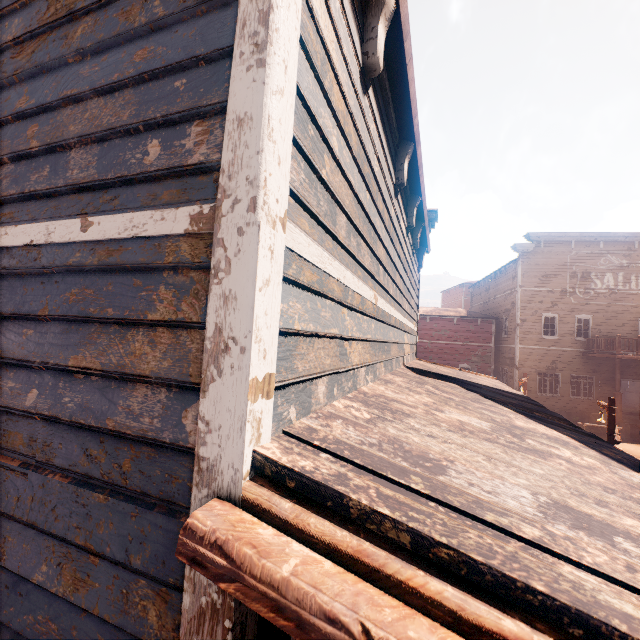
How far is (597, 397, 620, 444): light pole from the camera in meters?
10.0 m

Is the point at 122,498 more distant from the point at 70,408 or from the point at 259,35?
the point at 259,35

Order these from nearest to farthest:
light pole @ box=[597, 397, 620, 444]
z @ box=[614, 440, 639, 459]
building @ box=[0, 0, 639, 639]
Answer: building @ box=[0, 0, 639, 639], light pole @ box=[597, 397, 620, 444], z @ box=[614, 440, 639, 459]

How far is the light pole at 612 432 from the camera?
10.0m

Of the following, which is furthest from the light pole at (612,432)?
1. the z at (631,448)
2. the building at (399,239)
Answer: the building at (399,239)

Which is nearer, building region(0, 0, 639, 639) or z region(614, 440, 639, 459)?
building region(0, 0, 639, 639)

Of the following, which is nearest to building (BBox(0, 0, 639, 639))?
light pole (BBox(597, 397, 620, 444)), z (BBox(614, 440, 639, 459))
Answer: z (BBox(614, 440, 639, 459))
